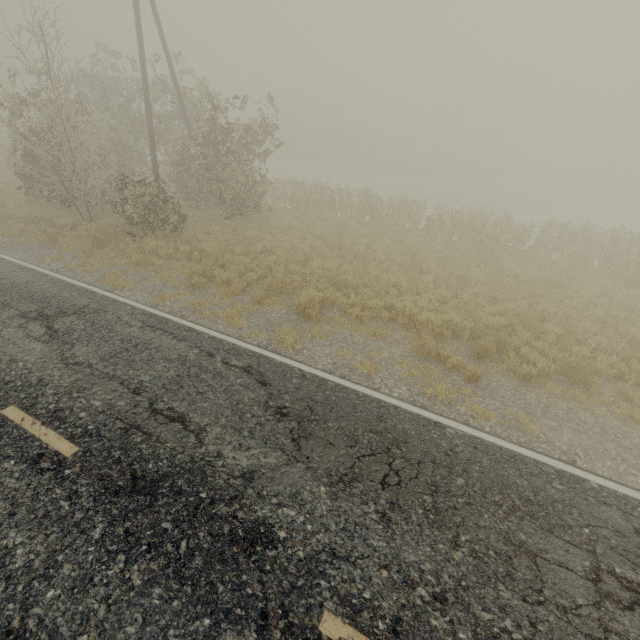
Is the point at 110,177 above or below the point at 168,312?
above
